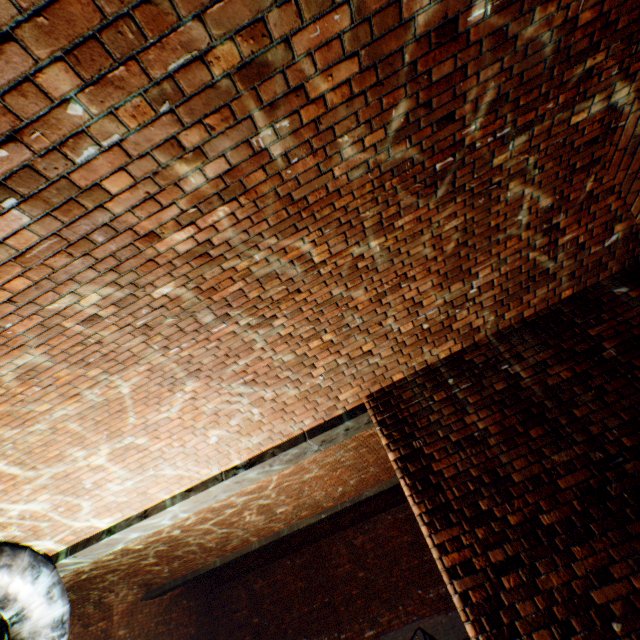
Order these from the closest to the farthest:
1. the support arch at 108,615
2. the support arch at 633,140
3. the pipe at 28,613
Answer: the support arch at 633,140, the pipe at 28,613, the support arch at 108,615

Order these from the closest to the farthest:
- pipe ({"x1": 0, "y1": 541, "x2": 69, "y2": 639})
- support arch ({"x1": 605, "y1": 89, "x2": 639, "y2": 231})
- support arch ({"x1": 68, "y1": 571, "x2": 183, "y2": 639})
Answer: support arch ({"x1": 605, "y1": 89, "x2": 639, "y2": 231}) → pipe ({"x1": 0, "y1": 541, "x2": 69, "y2": 639}) → support arch ({"x1": 68, "y1": 571, "x2": 183, "y2": 639})

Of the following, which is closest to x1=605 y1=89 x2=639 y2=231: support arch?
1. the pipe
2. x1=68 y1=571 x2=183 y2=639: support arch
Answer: the pipe

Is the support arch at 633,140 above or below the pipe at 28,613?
above

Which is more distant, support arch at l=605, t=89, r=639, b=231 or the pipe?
the pipe

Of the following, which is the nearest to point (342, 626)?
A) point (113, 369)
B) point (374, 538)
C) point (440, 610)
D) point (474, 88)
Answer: point (374, 538)
